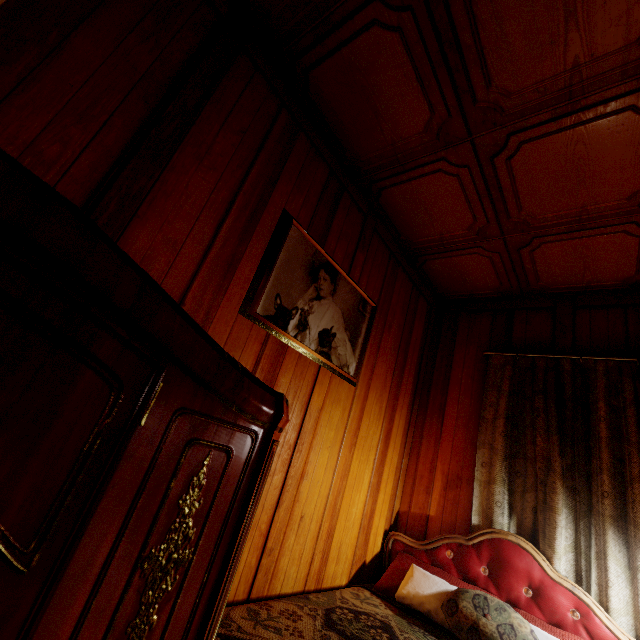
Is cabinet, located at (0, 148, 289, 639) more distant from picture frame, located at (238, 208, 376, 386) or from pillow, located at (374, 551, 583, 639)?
pillow, located at (374, 551, 583, 639)

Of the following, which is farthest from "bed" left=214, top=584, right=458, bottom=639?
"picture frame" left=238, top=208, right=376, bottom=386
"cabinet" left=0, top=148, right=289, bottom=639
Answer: "picture frame" left=238, top=208, right=376, bottom=386

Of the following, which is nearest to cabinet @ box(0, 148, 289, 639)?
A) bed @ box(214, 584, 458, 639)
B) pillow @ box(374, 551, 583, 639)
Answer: bed @ box(214, 584, 458, 639)

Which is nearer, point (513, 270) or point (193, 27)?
point (193, 27)

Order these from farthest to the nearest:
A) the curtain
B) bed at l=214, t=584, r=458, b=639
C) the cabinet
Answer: the curtain, bed at l=214, t=584, r=458, b=639, the cabinet

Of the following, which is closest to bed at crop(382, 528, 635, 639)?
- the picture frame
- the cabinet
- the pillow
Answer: the pillow

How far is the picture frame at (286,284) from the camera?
1.61m

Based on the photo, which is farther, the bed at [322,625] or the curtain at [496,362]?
the curtain at [496,362]
